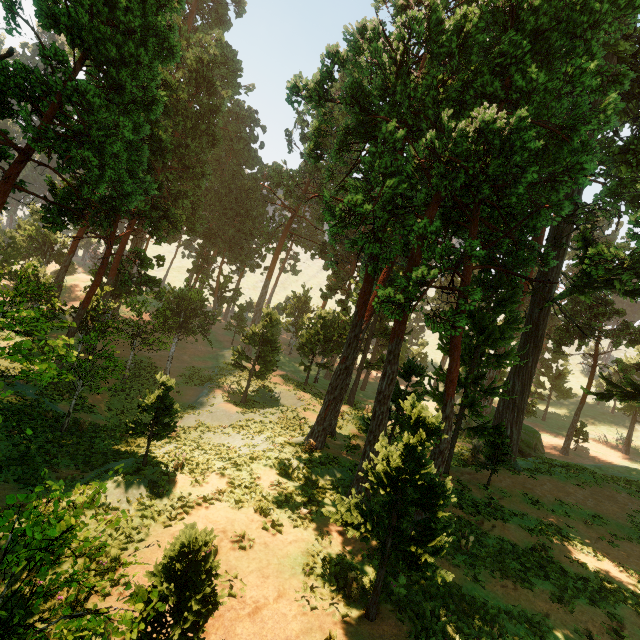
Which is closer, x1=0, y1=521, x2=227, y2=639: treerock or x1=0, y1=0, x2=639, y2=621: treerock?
x1=0, y1=521, x2=227, y2=639: treerock

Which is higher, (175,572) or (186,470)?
(175,572)

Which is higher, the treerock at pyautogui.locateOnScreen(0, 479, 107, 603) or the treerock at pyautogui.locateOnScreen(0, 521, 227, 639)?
the treerock at pyautogui.locateOnScreen(0, 479, 107, 603)

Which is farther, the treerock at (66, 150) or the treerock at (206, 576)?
the treerock at (66, 150)
